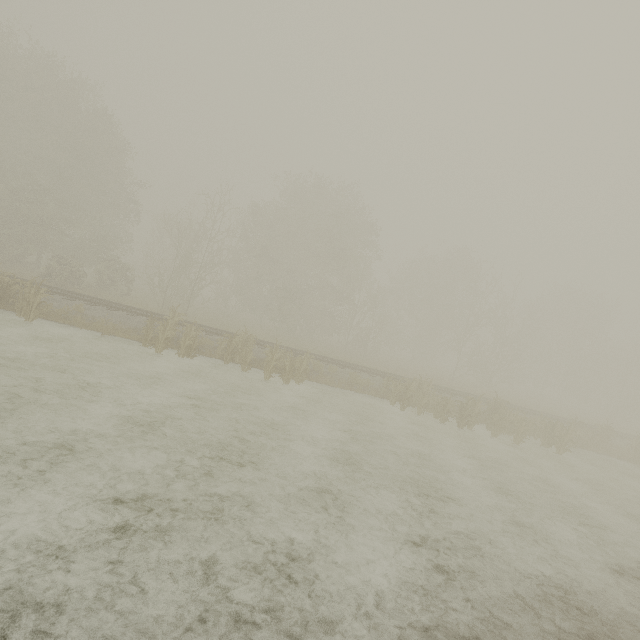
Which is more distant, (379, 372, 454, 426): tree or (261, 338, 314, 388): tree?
(379, 372, 454, 426): tree

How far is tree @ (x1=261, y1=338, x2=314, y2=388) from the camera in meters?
14.4

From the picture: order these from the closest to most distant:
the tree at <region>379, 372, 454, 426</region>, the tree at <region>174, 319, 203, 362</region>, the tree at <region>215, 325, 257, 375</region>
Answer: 1. the tree at <region>174, 319, 203, 362</region>
2. the tree at <region>215, 325, 257, 375</region>
3. the tree at <region>379, 372, 454, 426</region>

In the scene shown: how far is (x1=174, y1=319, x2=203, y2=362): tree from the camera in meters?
14.0 m

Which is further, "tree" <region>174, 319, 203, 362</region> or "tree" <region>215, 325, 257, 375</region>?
"tree" <region>215, 325, 257, 375</region>

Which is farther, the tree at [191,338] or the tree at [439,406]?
the tree at [439,406]

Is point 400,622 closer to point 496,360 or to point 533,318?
point 496,360

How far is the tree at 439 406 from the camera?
15.9m
